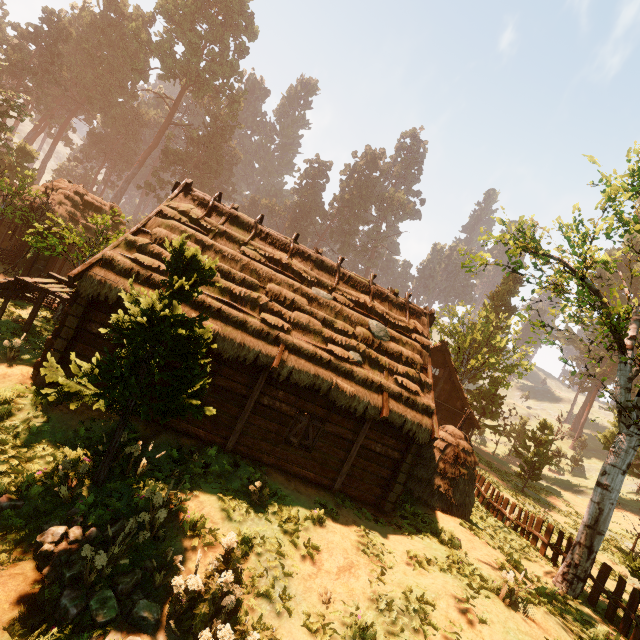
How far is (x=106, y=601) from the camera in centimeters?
564cm

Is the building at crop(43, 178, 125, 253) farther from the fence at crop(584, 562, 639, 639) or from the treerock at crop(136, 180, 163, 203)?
the fence at crop(584, 562, 639, 639)

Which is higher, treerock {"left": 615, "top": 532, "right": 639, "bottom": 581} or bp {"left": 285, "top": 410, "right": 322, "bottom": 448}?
treerock {"left": 615, "top": 532, "right": 639, "bottom": 581}

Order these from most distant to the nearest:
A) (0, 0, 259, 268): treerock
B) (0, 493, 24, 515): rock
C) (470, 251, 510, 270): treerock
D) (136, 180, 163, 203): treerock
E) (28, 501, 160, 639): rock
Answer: (136, 180, 163, 203): treerock → (0, 0, 259, 268): treerock → (470, 251, 510, 270): treerock → (0, 493, 24, 515): rock → (28, 501, 160, 639): rock

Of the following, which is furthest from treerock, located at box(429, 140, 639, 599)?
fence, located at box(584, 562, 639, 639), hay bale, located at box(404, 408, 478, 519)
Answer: hay bale, located at box(404, 408, 478, 519)

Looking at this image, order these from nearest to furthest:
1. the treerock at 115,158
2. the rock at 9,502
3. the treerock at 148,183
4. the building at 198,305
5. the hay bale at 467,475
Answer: the rock at 9,502
the building at 198,305
the hay bale at 467,475
the treerock at 115,158
the treerock at 148,183

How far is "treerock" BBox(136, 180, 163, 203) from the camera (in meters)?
52.34

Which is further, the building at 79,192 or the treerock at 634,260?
the building at 79,192
